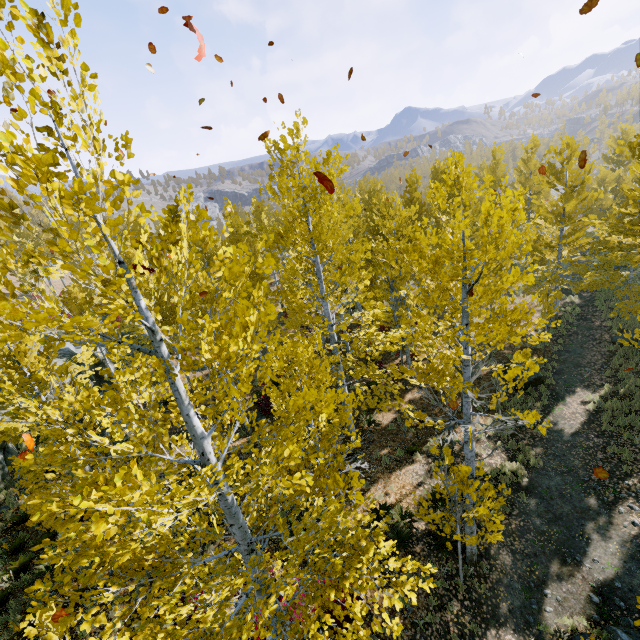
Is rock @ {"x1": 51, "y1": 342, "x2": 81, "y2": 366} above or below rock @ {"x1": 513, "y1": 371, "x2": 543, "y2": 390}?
above

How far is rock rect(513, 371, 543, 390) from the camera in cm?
1467

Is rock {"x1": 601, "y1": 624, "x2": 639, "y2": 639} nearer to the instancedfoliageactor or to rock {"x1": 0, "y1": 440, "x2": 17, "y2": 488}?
the instancedfoliageactor

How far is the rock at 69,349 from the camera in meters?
18.6 m

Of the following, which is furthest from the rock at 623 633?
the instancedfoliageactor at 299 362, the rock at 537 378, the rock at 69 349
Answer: the rock at 69 349

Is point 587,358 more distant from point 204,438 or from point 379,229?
point 204,438

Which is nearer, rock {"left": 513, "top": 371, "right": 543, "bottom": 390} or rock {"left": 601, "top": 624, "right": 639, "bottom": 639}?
rock {"left": 601, "top": 624, "right": 639, "bottom": 639}

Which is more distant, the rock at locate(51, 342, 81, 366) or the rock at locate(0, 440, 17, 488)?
the rock at locate(51, 342, 81, 366)
